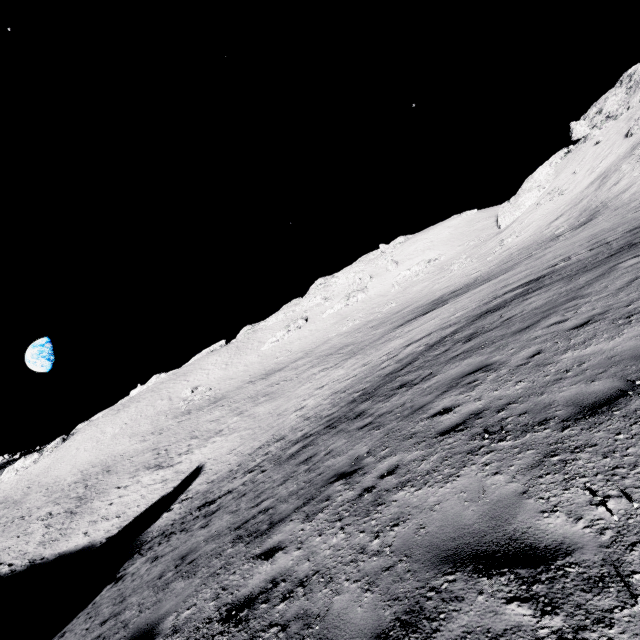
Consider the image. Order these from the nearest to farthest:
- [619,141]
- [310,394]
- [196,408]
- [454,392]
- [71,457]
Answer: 1. [454,392]
2. [310,394]
3. [619,141]
4. [196,408]
5. [71,457]
